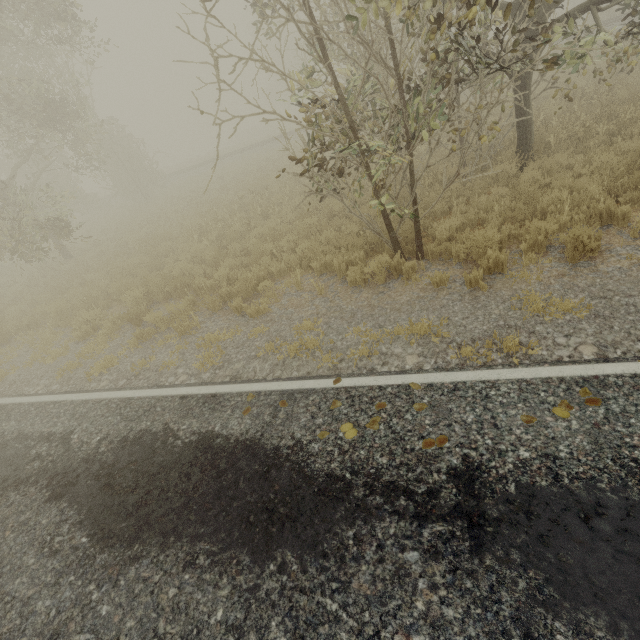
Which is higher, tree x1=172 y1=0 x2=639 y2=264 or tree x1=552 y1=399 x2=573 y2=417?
tree x1=172 y1=0 x2=639 y2=264

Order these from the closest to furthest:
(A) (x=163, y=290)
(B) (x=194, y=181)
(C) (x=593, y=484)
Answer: (C) (x=593, y=484)
(A) (x=163, y=290)
(B) (x=194, y=181)

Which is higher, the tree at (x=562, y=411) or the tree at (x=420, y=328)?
the tree at (x=562, y=411)

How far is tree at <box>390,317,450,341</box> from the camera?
4.6 meters

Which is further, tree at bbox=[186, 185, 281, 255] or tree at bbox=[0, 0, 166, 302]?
tree at bbox=[0, 0, 166, 302]

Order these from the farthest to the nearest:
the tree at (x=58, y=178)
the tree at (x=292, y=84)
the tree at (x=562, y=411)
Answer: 1. the tree at (x=58, y=178)
2. the tree at (x=292, y=84)
3. the tree at (x=562, y=411)
